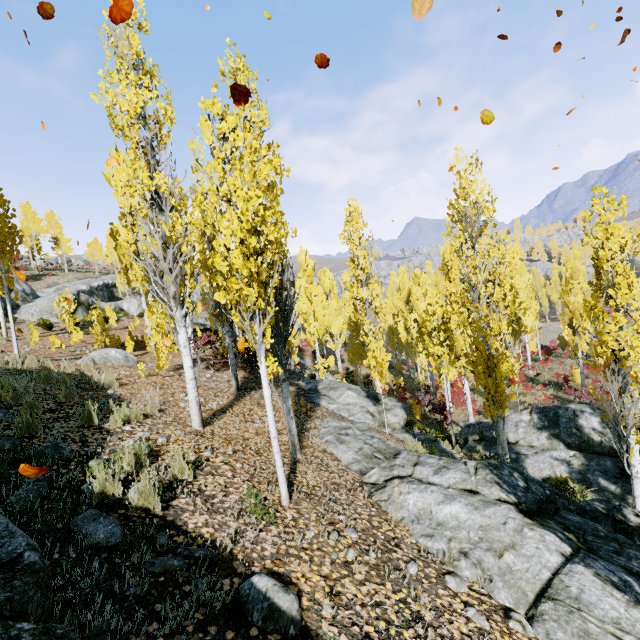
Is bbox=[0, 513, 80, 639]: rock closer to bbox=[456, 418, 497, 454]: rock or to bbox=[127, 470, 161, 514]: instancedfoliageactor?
bbox=[127, 470, 161, 514]: instancedfoliageactor

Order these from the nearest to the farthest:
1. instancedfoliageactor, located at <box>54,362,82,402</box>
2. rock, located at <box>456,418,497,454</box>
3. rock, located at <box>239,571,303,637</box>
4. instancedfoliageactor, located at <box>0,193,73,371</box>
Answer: rock, located at <box>239,571,303,637</box>
instancedfoliageactor, located at <box>54,362,82,402</box>
instancedfoliageactor, located at <box>0,193,73,371</box>
rock, located at <box>456,418,497,454</box>

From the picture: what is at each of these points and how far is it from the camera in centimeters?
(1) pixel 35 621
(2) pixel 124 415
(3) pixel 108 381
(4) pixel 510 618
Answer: (1) rock, 206cm
(2) instancedfoliageactor, 584cm
(3) instancedfoliageactor, 816cm
(4) instancedfoliageactor, 320cm

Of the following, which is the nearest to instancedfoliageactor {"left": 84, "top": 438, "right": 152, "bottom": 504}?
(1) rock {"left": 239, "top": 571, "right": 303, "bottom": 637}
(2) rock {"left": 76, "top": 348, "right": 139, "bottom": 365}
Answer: (1) rock {"left": 239, "top": 571, "right": 303, "bottom": 637}

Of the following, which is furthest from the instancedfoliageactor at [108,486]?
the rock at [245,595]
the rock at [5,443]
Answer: the rock at [245,595]

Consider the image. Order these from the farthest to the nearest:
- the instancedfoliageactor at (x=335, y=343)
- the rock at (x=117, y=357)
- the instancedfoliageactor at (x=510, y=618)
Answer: the rock at (x=117, y=357), the instancedfoliageactor at (x=335, y=343), the instancedfoliageactor at (x=510, y=618)

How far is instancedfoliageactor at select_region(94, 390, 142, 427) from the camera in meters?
5.5
